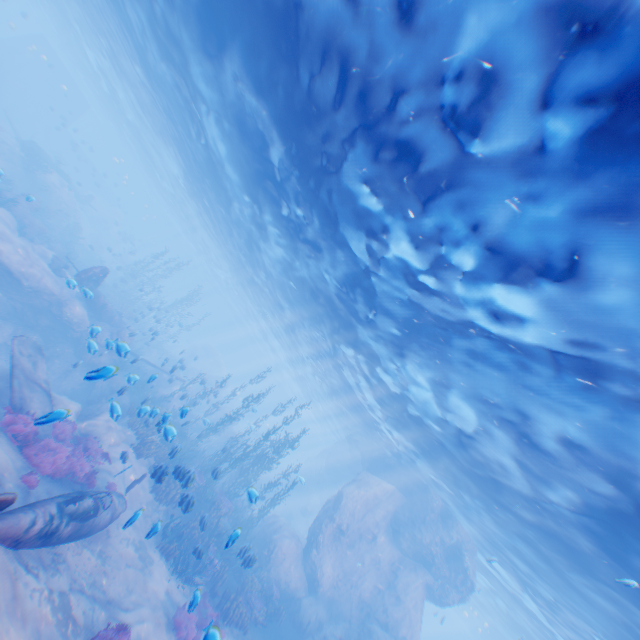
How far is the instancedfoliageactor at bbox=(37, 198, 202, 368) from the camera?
26.2 meters

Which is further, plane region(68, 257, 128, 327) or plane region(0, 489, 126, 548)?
plane region(68, 257, 128, 327)

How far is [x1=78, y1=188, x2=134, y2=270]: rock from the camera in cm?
4428

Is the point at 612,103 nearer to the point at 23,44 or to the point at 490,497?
the point at 490,497

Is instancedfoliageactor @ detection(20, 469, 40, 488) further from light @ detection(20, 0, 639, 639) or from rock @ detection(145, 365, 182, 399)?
light @ detection(20, 0, 639, 639)

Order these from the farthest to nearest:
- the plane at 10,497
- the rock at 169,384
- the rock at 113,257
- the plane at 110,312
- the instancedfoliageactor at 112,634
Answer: the rock at 113,257, the rock at 169,384, the plane at 110,312, the instancedfoliageactor at 112,634, the plane at 10,497

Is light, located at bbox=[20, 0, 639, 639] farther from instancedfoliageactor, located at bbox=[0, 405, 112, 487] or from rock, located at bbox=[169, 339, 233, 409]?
instancedfoliageactor, located at bbox=[0, 405, 112, 487]

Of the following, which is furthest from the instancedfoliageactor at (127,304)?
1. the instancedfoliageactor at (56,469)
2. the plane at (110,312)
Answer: the instancedfoliageactor at (56,469)
